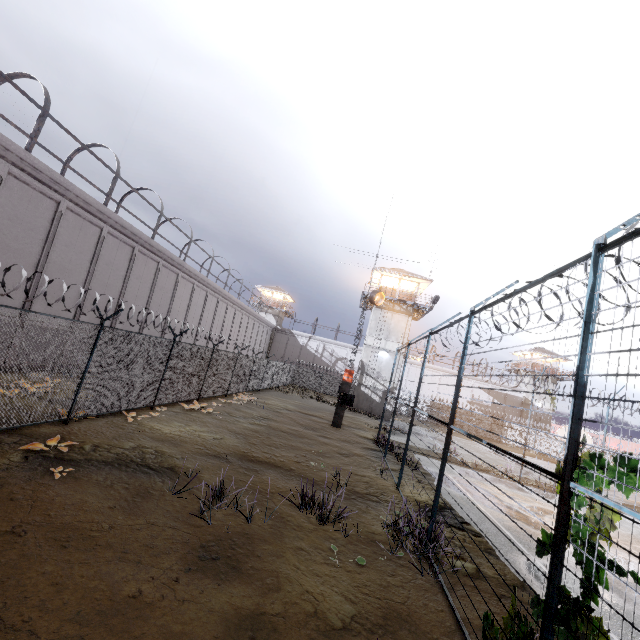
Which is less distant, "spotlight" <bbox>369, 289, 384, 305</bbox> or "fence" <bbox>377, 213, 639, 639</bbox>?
"fence" <bbox>377, 213, 639, 639</bbox>

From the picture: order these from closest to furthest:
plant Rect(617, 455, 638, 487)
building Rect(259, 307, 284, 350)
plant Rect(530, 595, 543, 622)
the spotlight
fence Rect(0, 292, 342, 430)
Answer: plant Rect(617, 455, 638, 487)
plant Rect(530, 595, 543, 622)
fence Rect(0, 292, 342, 430)
the spotlight
building Rect(259, 307, 284, 350)

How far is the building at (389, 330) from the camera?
31.8m

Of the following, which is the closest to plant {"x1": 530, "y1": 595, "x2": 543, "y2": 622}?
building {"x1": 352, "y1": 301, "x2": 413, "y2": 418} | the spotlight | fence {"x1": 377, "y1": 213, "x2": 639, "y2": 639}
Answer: fence {"x1": 377, "y1": 213, "x2": 639, "y2": 639}

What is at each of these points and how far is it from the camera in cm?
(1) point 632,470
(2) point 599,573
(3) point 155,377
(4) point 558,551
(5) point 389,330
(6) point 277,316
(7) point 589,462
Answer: (1) plant, 286
(2) plant, 296
(3) fence, 1259
(4) fence, 334
(5) building, 3281
(6) building, 5372
(7) plant, 329

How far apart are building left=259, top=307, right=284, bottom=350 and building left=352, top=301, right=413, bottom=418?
23.6 meters

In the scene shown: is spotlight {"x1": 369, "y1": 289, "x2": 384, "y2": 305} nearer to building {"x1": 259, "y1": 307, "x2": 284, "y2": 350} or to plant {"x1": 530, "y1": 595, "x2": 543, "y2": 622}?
plant {"x1": 530, "y1": 595, "x2": 543, "y2": 622}

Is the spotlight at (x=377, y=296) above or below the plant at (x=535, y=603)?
above
